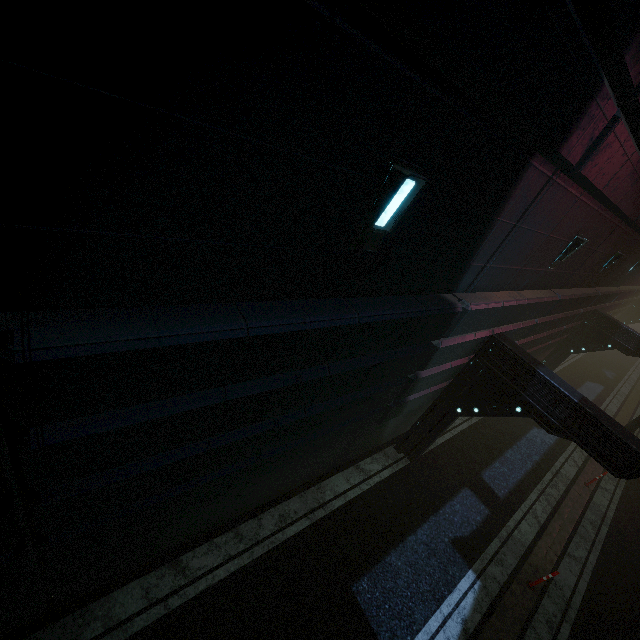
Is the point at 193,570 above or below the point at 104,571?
below
